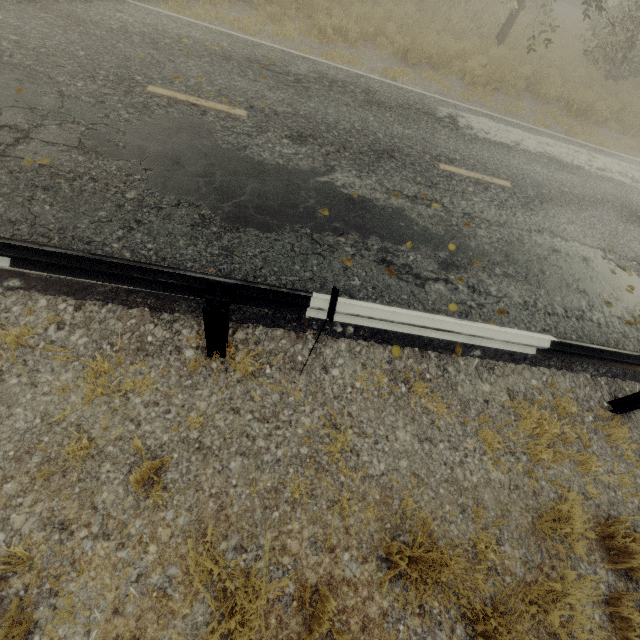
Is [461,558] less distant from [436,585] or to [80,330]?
[436,585]

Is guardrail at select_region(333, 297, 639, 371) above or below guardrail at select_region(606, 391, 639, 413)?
above

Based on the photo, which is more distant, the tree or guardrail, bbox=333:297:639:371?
the tree

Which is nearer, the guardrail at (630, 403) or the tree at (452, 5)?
the guardrail at (630, 403)

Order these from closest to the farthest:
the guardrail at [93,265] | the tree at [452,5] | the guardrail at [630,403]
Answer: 1. the guardrail at [93,265]
2. the guardrail at [630,403]
3. the tree at [452,5]

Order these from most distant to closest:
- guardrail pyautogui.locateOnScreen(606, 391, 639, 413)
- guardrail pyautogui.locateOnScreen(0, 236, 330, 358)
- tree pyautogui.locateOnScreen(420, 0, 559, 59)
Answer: tree pyautogui.locateOnScreen(420, 0, 559, 59)
guardrail pyautogui.locateOnScreen(606, 391, 639, 413)
guardrail pyautogui.locateOnScreen(0, 236, 330, 358)
